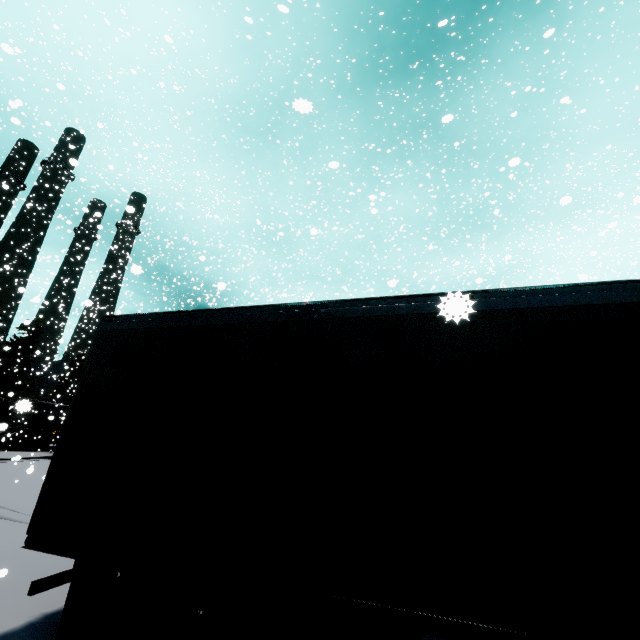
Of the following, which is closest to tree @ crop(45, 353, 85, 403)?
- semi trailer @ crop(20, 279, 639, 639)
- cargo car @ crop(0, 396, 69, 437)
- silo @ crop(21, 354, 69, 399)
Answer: silo @ crop(21, 354, 69, 399)

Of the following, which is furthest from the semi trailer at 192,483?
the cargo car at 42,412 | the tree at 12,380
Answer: the tree at 12,380

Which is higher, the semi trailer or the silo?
the silo

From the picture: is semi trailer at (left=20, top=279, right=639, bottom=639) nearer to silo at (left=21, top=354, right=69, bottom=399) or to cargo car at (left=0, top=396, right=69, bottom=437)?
silo at (left=21, top=354, right=69, bottom=399)

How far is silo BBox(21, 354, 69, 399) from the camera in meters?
49.7 m

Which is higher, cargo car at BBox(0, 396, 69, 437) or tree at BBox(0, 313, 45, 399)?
tree at BBox(0, 313, 45, 399)

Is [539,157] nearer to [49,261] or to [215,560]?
[49,261]

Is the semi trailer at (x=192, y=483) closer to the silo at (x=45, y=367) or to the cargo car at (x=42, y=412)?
the silo at (x=45, y=367)
